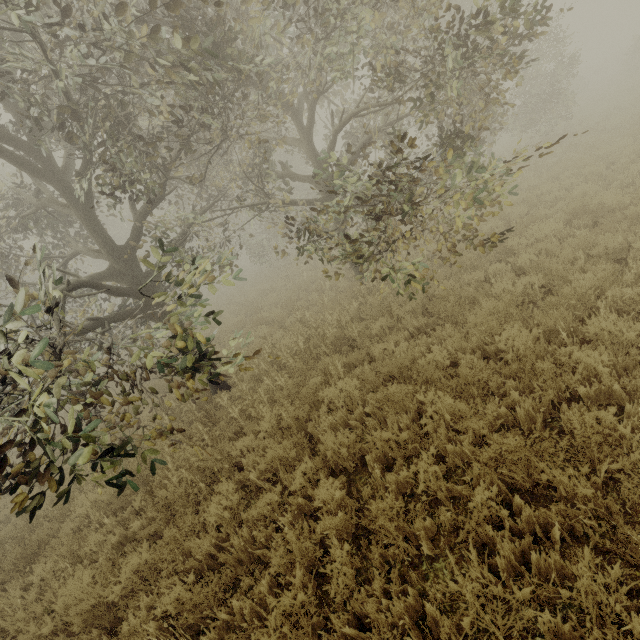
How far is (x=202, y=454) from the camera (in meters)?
6.40
